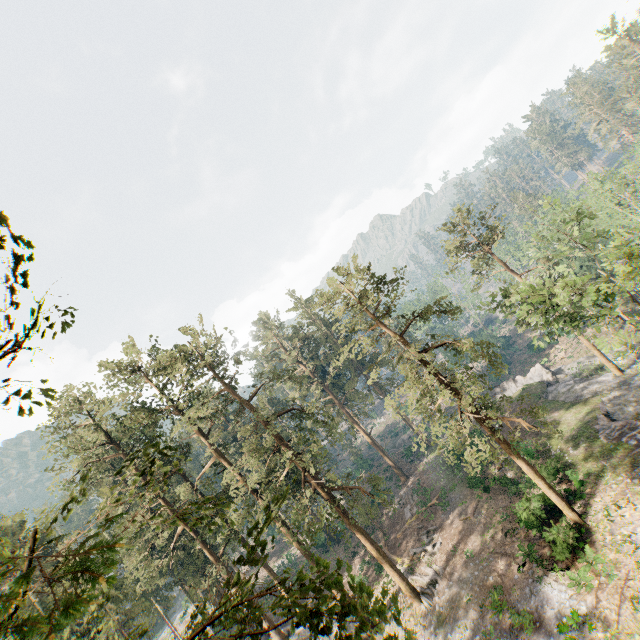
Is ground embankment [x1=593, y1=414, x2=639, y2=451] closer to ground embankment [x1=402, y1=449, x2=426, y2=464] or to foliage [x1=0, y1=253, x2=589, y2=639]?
foliage [x1=0, y1=253, x2=589, y2=639]

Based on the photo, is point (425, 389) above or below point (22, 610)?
below

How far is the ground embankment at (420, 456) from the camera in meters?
46.8

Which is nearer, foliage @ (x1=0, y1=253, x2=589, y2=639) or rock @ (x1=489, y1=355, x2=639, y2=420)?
foliage @ (x1=0, y1=253, x2=589, y2=639)

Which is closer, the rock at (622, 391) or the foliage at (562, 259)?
the foliage at (562, 259)

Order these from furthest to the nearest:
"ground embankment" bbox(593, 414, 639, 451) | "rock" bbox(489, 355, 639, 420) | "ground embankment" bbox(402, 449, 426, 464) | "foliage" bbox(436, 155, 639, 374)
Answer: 1. "ground embankment" bbox(402, 449, 426, 464)
2. "rock" bbox(489, 355, 639, 420)
3. "ground embankment" bbox(593, 414, 639, 451)
4. "foliage" bbox(436, 155, 639, 374)

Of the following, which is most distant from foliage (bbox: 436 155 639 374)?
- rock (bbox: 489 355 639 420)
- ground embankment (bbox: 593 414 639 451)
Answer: ground embankment (bbox: 593 414 639 451)

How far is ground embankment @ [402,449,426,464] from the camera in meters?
46.8 m
